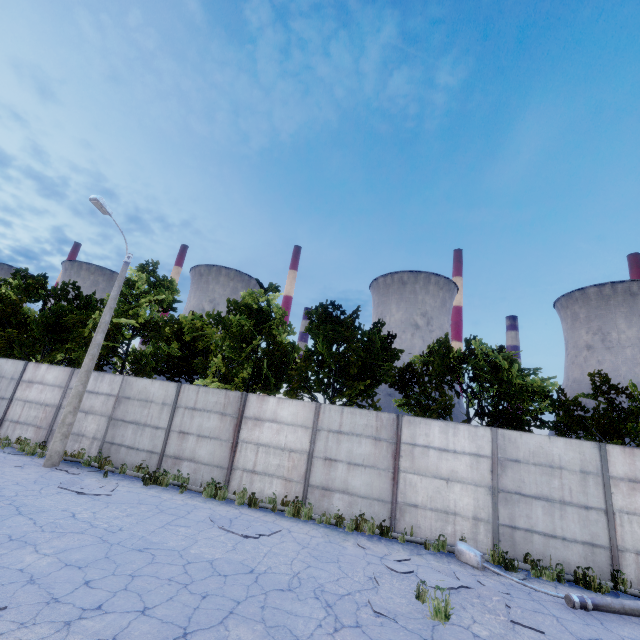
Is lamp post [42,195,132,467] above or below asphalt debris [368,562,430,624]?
above

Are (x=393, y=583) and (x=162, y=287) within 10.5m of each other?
no

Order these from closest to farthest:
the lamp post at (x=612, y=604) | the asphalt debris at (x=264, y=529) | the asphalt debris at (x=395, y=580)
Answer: the asphalt debris at (x=395, y=580) < the lamp post at (x=612, y=604) < the asphalt debris at (x=264, y=529)

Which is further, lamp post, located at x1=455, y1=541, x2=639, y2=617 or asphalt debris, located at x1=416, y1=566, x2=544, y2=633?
lamp post, located at x1=455, y1=541, x2=639, y2=617

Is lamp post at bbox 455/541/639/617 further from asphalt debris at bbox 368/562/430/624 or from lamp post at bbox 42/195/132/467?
lamp post at bbox 42/195/132/467

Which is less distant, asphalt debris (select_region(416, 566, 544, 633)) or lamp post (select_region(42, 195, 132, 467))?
asphalt debris (select_region(416, 566, 544, 633))

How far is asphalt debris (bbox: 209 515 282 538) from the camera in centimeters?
829cm

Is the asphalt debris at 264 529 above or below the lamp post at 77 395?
below
